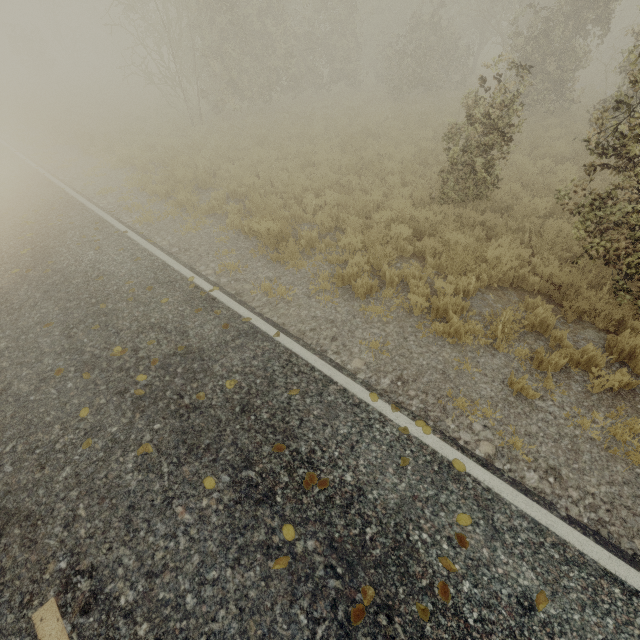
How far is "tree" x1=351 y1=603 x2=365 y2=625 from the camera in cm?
265

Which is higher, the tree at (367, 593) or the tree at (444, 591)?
the tree at (367, 593)

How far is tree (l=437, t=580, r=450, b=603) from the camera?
2.7m

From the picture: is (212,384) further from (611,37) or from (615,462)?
(611,37)

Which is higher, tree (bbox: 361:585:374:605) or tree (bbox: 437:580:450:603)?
tree (bbox: 361:585:374:605)
